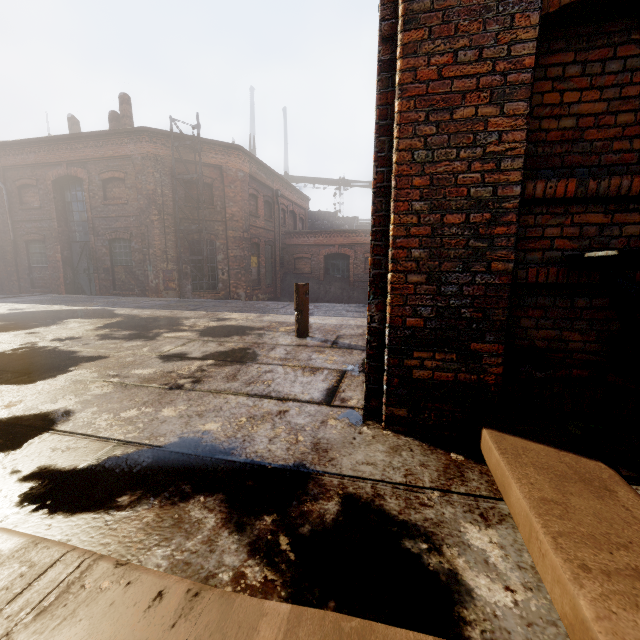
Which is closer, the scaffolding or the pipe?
the scaffolding

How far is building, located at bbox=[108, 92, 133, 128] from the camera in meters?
14.9

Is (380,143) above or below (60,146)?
below

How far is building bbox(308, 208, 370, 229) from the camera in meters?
31.4 m

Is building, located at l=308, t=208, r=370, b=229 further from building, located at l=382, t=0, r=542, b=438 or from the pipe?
building, located at l=382, t=0, r=542, b=438

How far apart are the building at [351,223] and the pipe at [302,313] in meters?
27.1

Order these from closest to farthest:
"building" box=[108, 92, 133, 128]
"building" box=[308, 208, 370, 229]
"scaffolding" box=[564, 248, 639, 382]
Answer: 1. "scaffolding" box=[564, 248, 639, 382]
2. "building" box=[108, 92, 133, 128]
3. "building" box=[308, 208, 370, 229]

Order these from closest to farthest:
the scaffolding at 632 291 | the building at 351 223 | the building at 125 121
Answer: the scaffolding at 632 291, the building at 125 121, the building at 351 223
